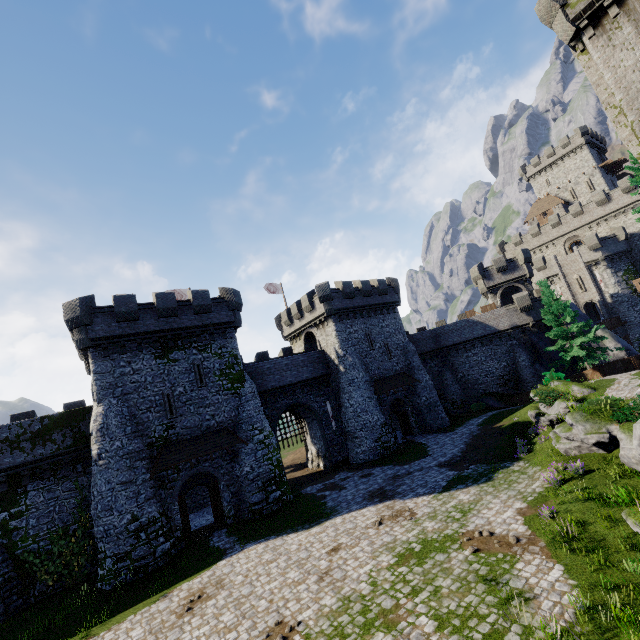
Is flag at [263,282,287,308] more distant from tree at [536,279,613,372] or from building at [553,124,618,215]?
building at [553,124,618,215]

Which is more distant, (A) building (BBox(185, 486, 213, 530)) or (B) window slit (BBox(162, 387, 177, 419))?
(A) building (BBox(185, 486, 213, 530))

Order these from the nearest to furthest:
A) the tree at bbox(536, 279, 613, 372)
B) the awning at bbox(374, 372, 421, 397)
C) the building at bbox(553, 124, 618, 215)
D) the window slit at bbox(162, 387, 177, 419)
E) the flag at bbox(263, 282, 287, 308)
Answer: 1. the window slit at bbox(162, 387, 177, 419)
2. the tree at bbox(536, 279, 613, 372)
3. the awning at bbox(374, 372, 421, 397)
4. the flag at bbox(263, 282, 287, 308)
5. the building at bbox(553, 124, 618, 215)

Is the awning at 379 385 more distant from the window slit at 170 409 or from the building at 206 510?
the window slit at 170 409

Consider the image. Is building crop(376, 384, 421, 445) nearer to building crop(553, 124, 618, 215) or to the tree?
the tree

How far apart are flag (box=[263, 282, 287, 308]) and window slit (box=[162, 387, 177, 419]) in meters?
18.6 m

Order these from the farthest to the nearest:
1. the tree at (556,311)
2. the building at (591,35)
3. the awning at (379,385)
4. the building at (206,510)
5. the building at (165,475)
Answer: the awning at (379,385) < the tree at (556,311) < the building at (206,510) < the building at (165,475) < the building at (591,35)

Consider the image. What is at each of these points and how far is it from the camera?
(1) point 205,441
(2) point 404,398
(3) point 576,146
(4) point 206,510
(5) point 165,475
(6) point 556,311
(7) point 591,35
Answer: (1) awning, 22.2 meters
(2) building, 33.7 meters
(3) building, 57.8 meters
(4) building, 27.4 meters
(5) building, 20.9 meters
(6) tree, 31.3 meters
(7) building, 19.4 meters
